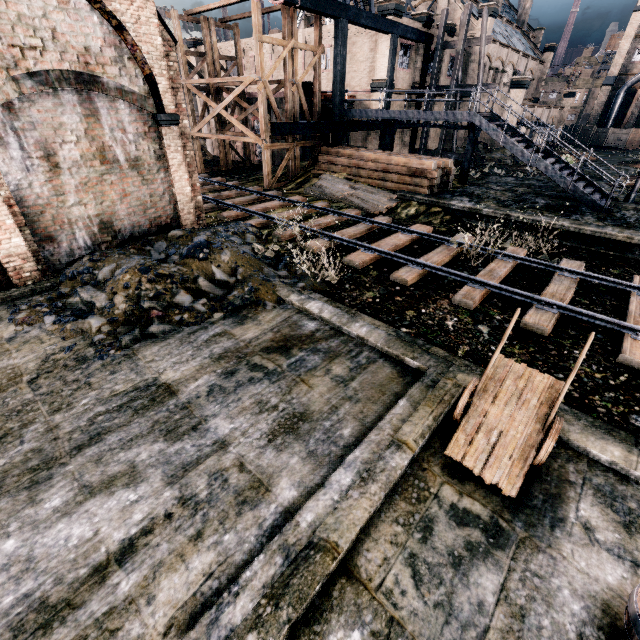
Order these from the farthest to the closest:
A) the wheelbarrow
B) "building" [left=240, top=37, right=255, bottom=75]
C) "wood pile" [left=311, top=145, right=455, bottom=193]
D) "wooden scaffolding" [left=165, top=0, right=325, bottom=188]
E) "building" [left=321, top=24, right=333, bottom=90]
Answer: "building" [left=240, top=37, right=255, bottom=75] < "building" [left=321, top=24, right=333, bottom=90] < "wooden scaffolding" [left=165, top=0, right=325, bottom=188] < "wood pile" [left=311, top=145, right=455, bottom=193] < the wheelbarrow

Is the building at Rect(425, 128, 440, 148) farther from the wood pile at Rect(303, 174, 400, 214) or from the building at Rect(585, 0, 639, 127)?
the building at Rect(585, 0, 639, 127)

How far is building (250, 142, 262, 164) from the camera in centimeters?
2902cm

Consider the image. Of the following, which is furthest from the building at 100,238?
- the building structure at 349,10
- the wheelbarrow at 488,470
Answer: the wheelbarrow at 488,470

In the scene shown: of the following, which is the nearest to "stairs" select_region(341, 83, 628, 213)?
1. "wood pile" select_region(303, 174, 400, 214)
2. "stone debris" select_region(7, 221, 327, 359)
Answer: "wood pile" select_region(303, 174, 400, 214)

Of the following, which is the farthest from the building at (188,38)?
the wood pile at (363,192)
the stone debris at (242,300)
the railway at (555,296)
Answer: the stone debris at (242,300)

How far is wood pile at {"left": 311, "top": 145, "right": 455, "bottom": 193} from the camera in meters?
17.9

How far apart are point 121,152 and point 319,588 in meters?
13.1
